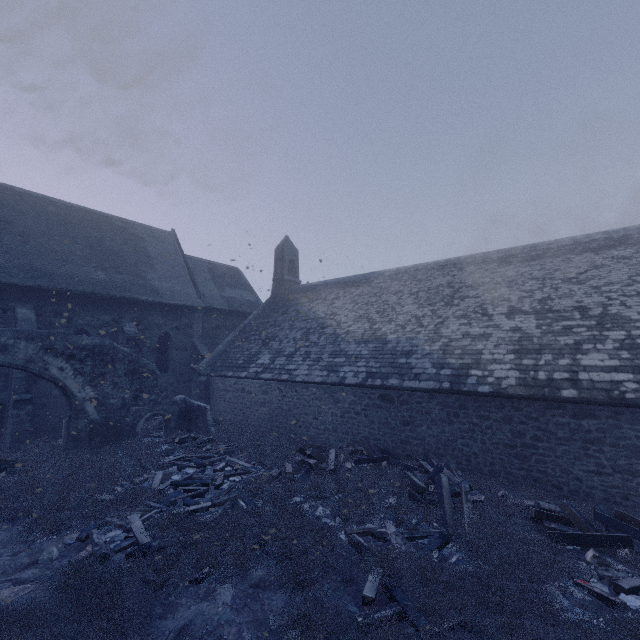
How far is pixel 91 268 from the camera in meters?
17.6

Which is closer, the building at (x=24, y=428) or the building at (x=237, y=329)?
the building at (x=237, y=329)

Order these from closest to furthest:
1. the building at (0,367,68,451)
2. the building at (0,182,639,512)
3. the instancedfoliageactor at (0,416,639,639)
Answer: the instancedfoliageactor at (0,416,639,639)
the building at (0,182,639,512)
the building at (0,367,68,451)

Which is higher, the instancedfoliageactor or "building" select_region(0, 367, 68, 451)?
"building" select_region(0, 367, 68, 451)

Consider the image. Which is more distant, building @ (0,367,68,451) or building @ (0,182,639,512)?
building @ (0,367,68,451)

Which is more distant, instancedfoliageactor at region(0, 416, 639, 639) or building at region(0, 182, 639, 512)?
building at region(0, 182, 639, 512)

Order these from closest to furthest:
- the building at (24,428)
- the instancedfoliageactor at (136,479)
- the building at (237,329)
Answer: the instancedfoliageactor at (136,479) → the building at (237,329) → the building at (24,428)
